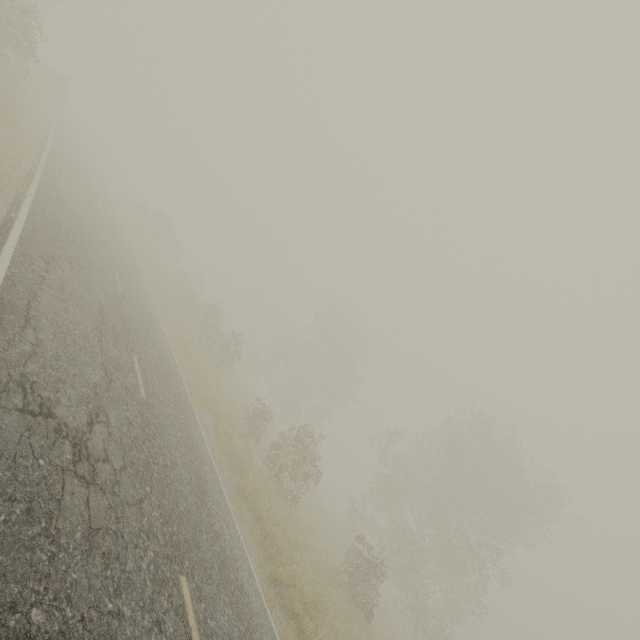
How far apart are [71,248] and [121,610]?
9.8m

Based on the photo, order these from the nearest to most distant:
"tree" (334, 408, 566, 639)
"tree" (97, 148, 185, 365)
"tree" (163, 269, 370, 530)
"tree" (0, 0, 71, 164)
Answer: "tree" (0, 0, 71, 164), "tree" (163, 269, 370, 530), "tree" (97, 148, 185, 365), "tree" (334, 408, 566, 639)

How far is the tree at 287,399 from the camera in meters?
18.1

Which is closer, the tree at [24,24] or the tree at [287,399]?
the tree at [24,24]

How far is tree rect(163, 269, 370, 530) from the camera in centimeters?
1811cm

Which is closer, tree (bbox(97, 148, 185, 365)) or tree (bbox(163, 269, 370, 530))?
tree (bbox(163, 269, 370, 530))
